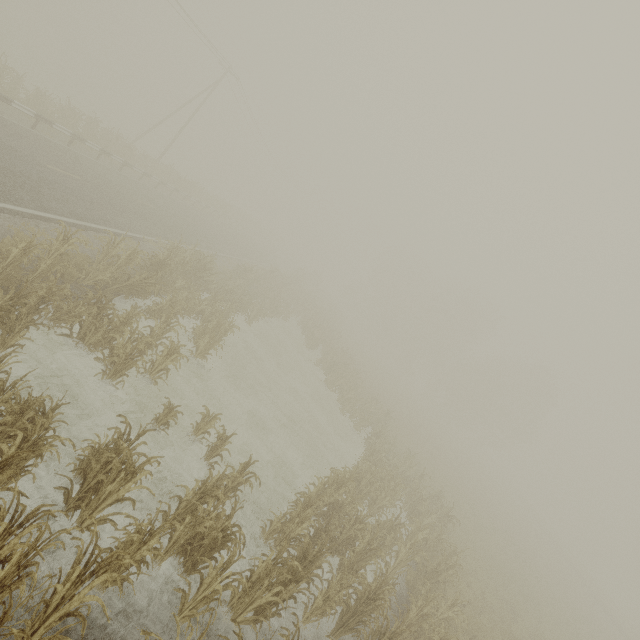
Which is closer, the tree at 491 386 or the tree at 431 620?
the tree at 431 620

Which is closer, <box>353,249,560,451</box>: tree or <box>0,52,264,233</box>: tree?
<box>0,52,264,233</box>: tree

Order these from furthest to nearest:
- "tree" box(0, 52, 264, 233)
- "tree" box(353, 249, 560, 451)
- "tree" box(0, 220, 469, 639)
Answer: "tree" box(353, 249, 560, 451) → "tree" box(0, 52, 264, 233) → "tree" box(0, 220, 469, 639)

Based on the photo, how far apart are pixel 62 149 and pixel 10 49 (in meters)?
22.26

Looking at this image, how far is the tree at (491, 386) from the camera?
45.2m

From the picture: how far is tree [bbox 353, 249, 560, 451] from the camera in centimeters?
4519cm

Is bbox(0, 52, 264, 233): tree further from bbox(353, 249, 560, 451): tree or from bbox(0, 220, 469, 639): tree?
bbox(353, 249, 560, 451): tree
